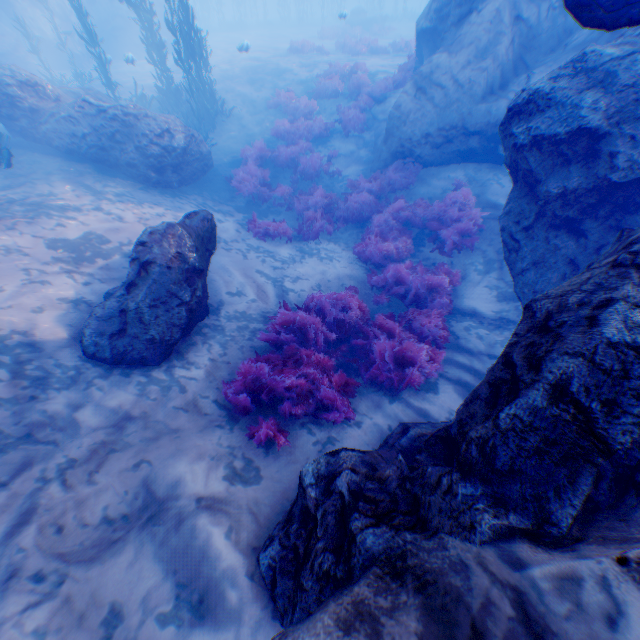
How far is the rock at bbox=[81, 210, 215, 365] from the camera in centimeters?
460cm

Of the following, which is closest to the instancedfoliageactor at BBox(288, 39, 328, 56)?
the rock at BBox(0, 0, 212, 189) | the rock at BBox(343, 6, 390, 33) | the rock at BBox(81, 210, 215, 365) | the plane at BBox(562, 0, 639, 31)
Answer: the rock at BBox(0, 0, 212, 189)

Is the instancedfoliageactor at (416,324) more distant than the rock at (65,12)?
No

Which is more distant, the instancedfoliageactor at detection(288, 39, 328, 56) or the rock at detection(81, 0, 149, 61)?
the rock at detection(81, 0, 149, 61)

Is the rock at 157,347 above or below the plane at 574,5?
below

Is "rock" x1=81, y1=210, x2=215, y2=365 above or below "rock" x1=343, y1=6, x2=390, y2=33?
below

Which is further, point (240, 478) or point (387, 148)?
point (387, 148)

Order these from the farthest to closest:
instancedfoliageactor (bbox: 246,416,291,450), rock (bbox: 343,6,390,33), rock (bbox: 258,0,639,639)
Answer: rock (bbox: 343,6,390,33), instancedfoliageactor (bbox: 246,416,291,450), rock (bbox: 258,0,639,639)
